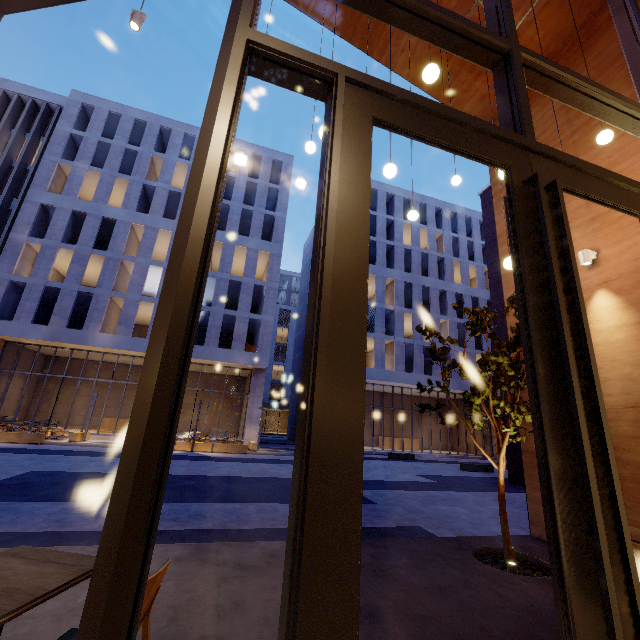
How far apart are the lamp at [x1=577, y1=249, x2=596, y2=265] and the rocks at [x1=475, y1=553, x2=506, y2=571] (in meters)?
4.76

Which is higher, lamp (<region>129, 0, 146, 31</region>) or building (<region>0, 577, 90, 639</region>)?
lamp (<region>129, 0, 146, 31</region>)

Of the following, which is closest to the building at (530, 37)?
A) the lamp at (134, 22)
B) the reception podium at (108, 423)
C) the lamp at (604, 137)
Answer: the lamp at (604, 137)

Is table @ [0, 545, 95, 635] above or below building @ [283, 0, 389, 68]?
below

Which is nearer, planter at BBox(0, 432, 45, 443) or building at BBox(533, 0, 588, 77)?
building at BBox(533, 0, 588, 77)

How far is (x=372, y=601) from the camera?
3.2 meters

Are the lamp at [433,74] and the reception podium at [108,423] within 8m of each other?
no

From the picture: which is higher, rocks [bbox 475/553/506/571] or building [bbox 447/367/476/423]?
building [bbox 447/367/476/423]
